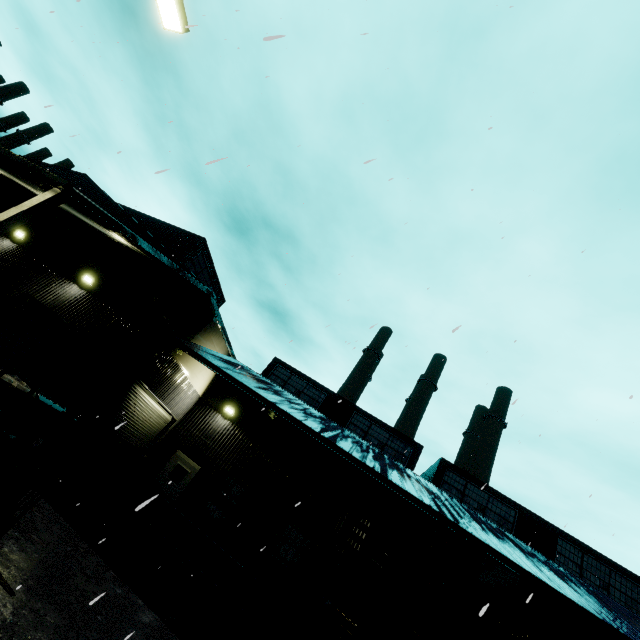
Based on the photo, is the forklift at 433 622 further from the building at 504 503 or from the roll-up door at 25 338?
the roll-up door at 25 338

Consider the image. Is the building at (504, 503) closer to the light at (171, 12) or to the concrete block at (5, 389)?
the concrete block at (5, 389)

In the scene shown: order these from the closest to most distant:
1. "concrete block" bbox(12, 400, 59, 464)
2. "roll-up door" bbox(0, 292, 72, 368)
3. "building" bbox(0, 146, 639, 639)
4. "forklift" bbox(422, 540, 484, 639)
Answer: "forklift" bbox(422, 540, 484, 639) < "concrete block" bbox(12, 400, 59, 464) < "building" bbox(0, 146, 639, 639) < "roll-up door" bbox(0, 292, 72, 368)

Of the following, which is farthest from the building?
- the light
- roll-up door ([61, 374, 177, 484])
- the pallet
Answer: the light

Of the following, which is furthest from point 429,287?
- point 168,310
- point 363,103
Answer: point 168,310

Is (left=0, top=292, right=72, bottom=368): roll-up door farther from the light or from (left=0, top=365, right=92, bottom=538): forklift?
the light

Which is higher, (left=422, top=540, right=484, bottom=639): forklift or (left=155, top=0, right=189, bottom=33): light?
(left=155, top=0, right=189, bottom=33): light

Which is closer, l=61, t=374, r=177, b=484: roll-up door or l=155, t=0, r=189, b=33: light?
l=155, t=0, r=189, b=33: light
